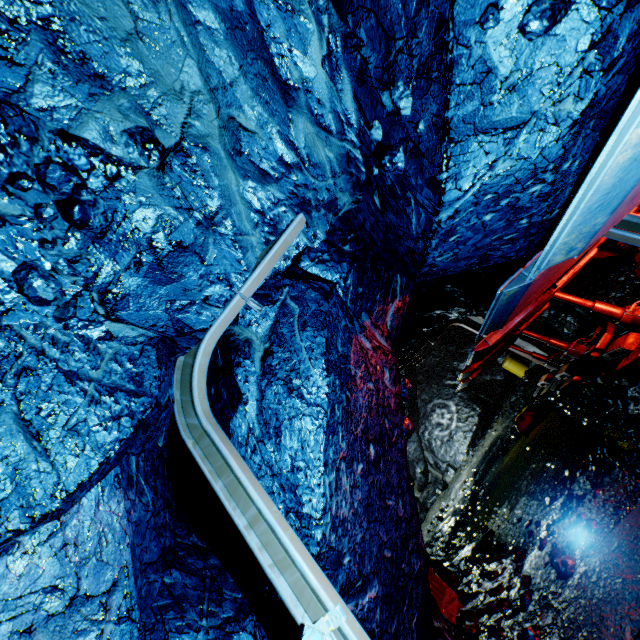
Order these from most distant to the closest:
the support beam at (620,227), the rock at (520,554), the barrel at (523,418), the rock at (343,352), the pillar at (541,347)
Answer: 1. the pillar at (541,347)
2. the barrel at (523,418)
3. the rock at (520,554)
4. the support beam at (620,227)
5. the rock at (343,352)

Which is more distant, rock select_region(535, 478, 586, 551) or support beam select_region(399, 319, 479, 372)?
support beam select_region(399, 319, 479, 372)

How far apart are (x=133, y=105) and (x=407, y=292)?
2.9 meters

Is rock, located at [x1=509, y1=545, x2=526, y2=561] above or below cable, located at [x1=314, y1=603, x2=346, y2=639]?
below

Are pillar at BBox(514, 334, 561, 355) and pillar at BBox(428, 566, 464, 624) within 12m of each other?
yes

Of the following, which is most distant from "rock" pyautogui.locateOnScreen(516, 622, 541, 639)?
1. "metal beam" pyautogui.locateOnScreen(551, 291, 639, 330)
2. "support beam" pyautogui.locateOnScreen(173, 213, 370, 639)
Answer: "metal beam" pyautogui.locateOnScreen(551, 291, 639, 330)

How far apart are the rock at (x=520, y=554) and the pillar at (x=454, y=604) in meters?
1.1 m

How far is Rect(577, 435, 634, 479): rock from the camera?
4.14m
